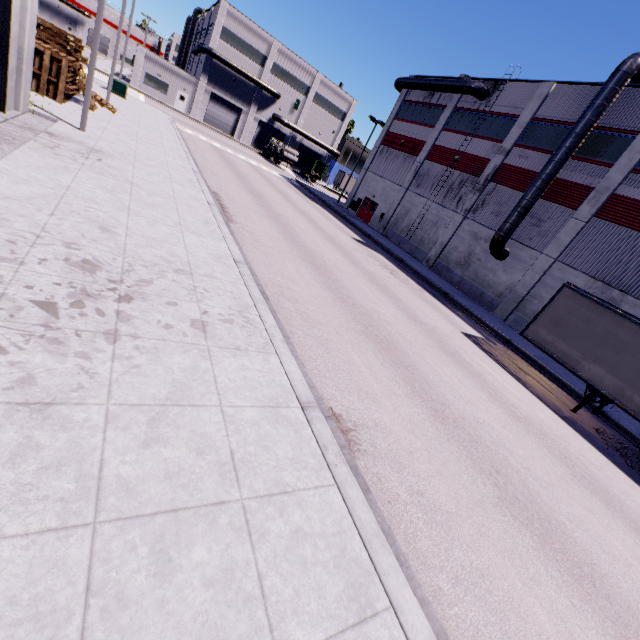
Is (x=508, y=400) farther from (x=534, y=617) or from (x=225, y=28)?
(x=225, y=28)

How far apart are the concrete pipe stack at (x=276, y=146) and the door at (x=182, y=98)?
14.69m

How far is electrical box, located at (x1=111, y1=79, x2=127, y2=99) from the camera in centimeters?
2645cm

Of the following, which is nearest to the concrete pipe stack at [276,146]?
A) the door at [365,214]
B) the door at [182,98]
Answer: the door at [182,98]

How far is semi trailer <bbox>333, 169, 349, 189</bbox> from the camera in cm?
5744

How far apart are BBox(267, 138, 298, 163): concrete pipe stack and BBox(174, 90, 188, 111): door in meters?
14.7

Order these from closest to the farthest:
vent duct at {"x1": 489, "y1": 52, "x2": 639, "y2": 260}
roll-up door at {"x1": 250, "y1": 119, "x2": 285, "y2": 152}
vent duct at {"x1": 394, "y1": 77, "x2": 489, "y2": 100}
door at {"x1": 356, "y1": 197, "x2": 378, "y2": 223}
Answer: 1. vent duct at {"x1": 489, "y1": 52, "x2": 639, "y2": 260}
2. vent duct at {"x1": 394, "y1": 77, "x2": 489, "y2": 100}
3. door at {"x1": 356, "y1": 197, "x2": 378, "y2": 223}
4. roll-up door at {"x1": 250, "y1": 119, "x2": 285, "y2": 152}

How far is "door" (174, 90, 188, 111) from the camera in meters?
47.2 m
